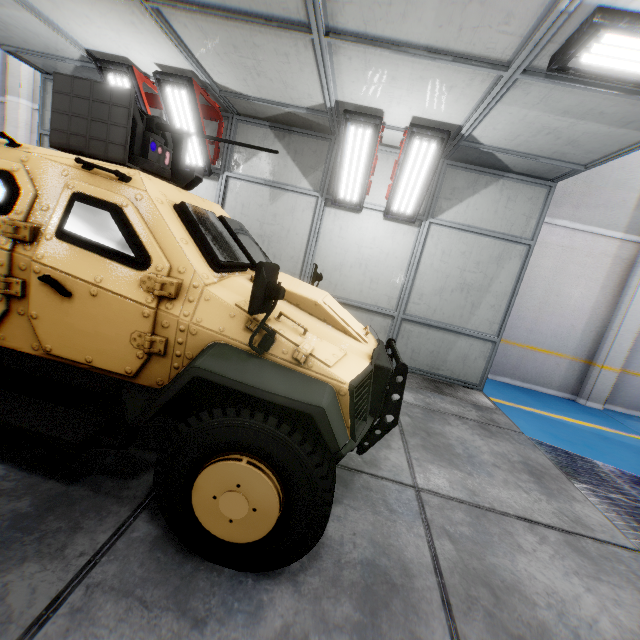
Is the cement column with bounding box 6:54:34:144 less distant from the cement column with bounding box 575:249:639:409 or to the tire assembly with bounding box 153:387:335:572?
the tire assembly with bounding box 153:387:335:572

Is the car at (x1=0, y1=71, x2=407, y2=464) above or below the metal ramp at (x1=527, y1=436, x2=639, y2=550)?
above

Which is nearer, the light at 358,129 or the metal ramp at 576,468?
the metal ramp at 576,468

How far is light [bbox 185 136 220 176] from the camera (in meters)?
5.73

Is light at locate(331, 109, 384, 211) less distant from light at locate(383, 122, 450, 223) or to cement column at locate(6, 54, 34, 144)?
light at locate(383, 122, 450, 223)

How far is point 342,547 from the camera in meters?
2.2 m

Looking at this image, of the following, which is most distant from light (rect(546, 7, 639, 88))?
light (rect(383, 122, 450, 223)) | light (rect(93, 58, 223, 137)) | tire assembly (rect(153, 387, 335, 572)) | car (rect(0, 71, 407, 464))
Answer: light (rect(93, 58, 223, 137))

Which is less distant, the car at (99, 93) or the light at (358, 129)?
the car at (99, 93)
